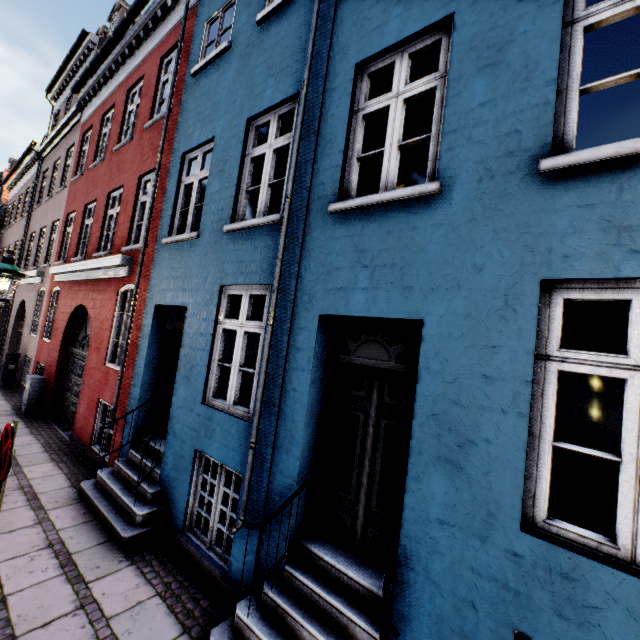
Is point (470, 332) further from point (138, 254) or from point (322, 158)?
point (138, 254)

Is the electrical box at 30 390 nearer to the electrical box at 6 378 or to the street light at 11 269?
the electrical box at 6 378

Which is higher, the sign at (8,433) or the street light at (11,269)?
the street light at (11,269)

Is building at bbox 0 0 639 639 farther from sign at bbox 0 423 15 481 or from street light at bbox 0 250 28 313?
sign at bbox 0 423 15 481

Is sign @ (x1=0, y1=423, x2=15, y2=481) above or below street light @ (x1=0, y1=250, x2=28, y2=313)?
below

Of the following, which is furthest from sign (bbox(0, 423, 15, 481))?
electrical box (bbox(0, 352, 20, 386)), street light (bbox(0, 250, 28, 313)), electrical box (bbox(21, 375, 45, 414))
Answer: electrical box (bbox(0, 352, 20, 386))

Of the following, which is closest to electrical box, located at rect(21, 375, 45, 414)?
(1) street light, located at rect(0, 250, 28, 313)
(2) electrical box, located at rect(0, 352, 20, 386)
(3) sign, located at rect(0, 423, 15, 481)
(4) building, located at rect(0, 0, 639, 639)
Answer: (4) building, located at rect(0, 0, 639, 639)

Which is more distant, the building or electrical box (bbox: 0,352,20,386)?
electrical box (bbox: 0,352,20,386)
